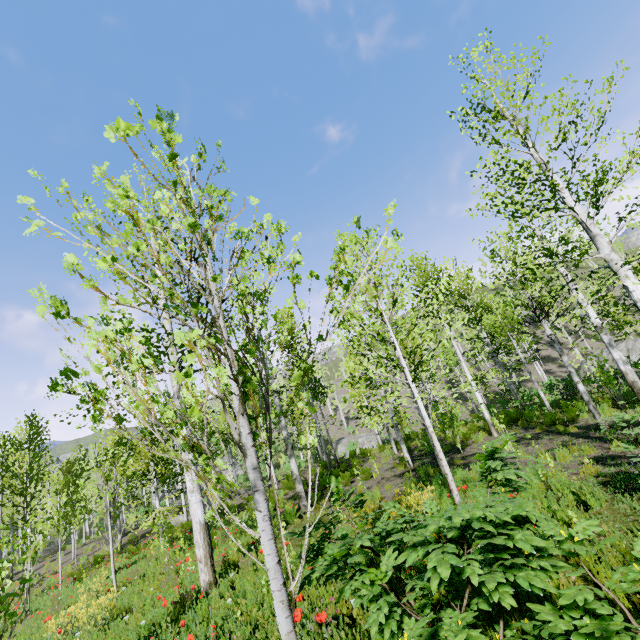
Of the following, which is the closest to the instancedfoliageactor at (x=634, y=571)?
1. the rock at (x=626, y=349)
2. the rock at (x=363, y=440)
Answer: the rock at (x=363, y=440)

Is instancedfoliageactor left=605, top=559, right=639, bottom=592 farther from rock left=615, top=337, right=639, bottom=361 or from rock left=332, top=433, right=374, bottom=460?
rock left=615, top=337, right=639, bottom=361

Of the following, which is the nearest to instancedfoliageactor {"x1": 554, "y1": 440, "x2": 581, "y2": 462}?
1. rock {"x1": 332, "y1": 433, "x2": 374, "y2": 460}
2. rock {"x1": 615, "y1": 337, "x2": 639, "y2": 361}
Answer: rock {"x1": 332, "y1": 433, "x2": 374, "y2": 460}

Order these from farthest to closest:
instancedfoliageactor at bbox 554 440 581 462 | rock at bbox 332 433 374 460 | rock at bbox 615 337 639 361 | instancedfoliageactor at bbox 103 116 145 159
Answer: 1. rock at bbox 332 433 374 460
2. rock at bbox 615 337 639 361
3. instancedfoliageactor at bbox 554 440 581 462
4. instancedfoliageactor at bbox 103 116 145 159

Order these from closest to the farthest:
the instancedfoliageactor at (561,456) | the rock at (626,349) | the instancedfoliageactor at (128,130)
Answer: the instancedfoliageactor at (128,130), the instancedfoliageactor at (561,456), the rock at (626,349)

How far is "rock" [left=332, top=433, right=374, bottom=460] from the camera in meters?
34.3

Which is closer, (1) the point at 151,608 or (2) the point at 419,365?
(2) the point at 419,365

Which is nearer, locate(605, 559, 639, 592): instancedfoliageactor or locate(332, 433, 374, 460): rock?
locate(605, 559, 639, 592): instancedfoliageactor
